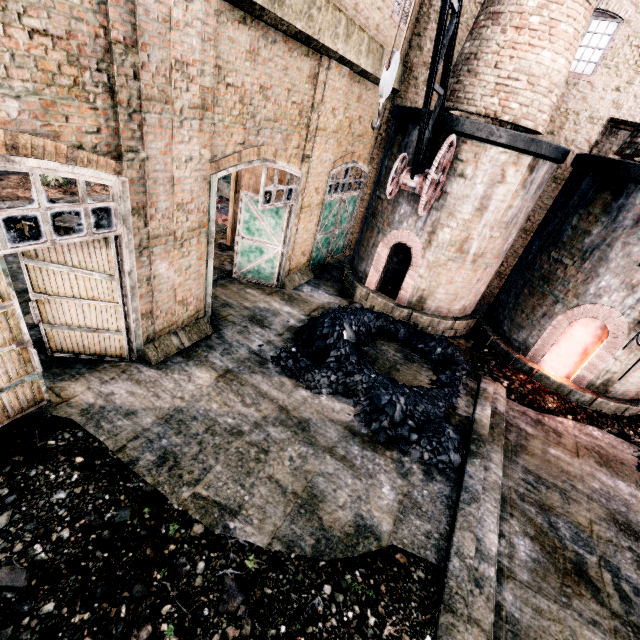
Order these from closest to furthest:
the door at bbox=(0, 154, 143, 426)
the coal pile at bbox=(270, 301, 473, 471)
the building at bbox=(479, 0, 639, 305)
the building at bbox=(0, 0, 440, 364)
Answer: the building at bbox=(0, 0, 440, 364) < the door at bbox=(0, 154, 143, 426) < the coal pile at bbox=(270, 301, 473, 471) < the building at bbox=(479, 0, 639, 305)

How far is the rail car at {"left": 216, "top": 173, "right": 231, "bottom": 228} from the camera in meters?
18.0

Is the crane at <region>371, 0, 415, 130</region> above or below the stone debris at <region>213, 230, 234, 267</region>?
above

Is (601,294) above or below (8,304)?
above

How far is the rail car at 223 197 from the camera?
18.05m

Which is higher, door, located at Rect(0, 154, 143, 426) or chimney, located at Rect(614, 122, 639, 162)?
chimney, located at Rect(614, 122, 639, 162)

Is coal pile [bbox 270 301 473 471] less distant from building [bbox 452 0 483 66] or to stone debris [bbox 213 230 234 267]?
building [bbox 452 0 483 66]

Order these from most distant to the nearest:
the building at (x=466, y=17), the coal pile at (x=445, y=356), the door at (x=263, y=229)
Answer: the building at (x=466, y=17) → the door at (x=263, y=229) → the coal pile at (x=445, y=356)
